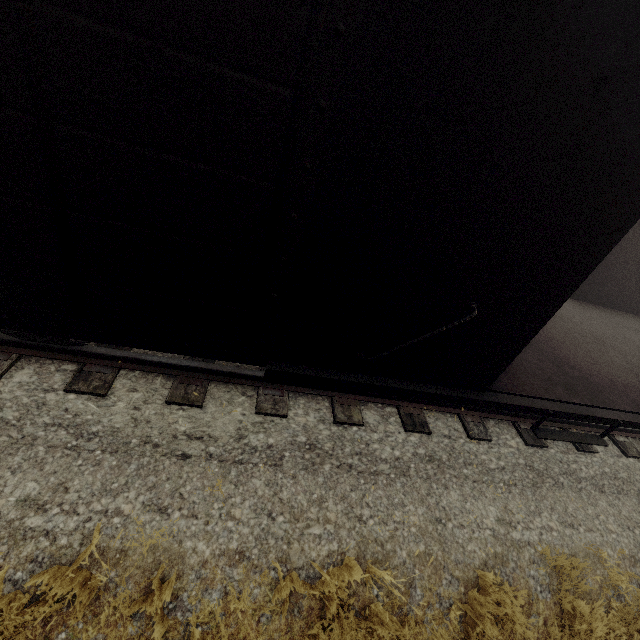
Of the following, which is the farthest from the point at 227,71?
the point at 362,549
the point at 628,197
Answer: the point at 362,549
